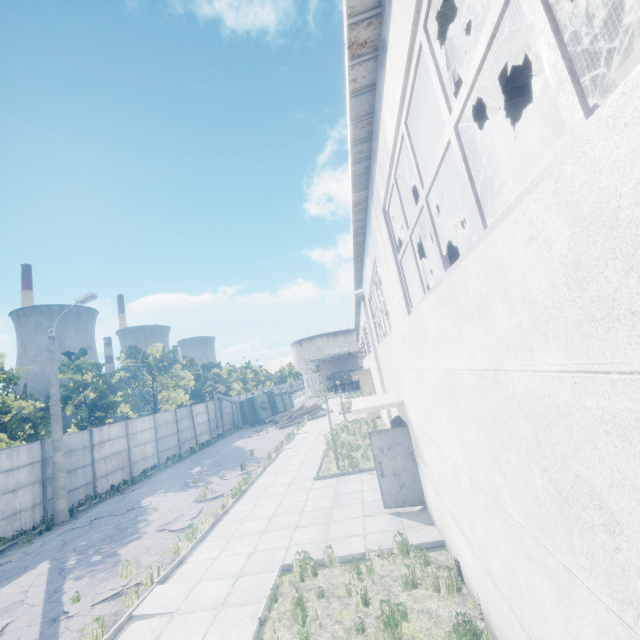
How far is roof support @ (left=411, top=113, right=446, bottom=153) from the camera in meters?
5.3 m

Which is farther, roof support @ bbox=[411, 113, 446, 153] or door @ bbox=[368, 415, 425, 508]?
door @ bbox=[368, 415, 425, 508]

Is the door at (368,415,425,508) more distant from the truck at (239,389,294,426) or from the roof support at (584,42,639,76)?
the truck at (239,389,294,426)

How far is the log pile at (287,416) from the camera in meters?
32.9 m

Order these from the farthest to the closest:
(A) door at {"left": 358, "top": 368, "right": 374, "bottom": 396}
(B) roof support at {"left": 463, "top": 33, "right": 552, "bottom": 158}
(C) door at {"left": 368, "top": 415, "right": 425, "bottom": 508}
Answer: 1. (A) door at {"left": 358, "top": 368, "right": 374, "bottom": 396}
2. (C) door at {"left": 368, "top": 415, "right": 425, "bottom": 508}
3. (B) roof support at {"left": 463, "top": 33, "right": 552, "bottom": 158}

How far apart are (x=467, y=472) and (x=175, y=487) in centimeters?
1704cm

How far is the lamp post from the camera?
14.3m

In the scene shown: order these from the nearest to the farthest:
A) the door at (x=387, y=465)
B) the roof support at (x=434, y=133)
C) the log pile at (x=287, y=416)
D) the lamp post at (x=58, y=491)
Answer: the roof support at (x=434, y=133), the door at (x=387, y=465), the lamp post at (x=58, y=491), the log pile at (x=287, y=416)
